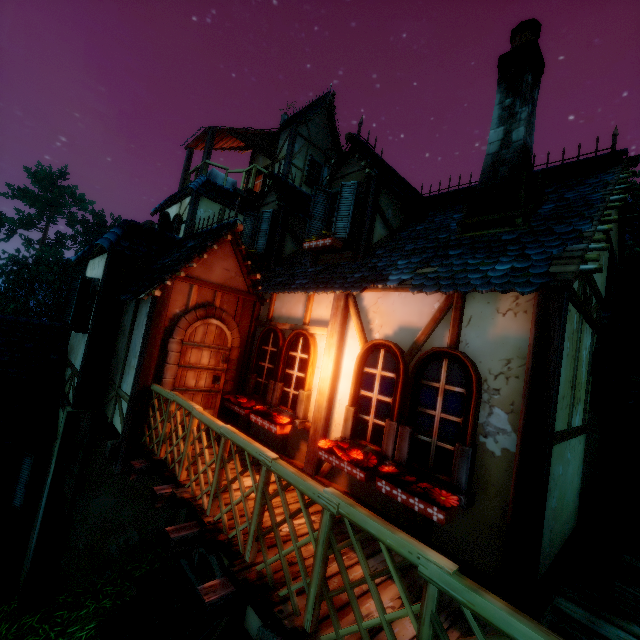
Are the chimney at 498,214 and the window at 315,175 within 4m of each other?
no

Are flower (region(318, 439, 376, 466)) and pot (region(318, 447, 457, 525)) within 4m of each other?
yes

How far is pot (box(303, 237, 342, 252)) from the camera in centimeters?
570cm

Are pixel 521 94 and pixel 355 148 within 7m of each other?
yes

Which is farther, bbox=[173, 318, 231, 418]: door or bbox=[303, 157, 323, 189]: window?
bbox=[303, 157, 323, 189]: window

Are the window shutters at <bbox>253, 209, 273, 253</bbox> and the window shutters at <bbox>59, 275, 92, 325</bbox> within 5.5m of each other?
yes

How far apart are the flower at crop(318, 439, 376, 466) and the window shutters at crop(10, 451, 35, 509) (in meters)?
7.03

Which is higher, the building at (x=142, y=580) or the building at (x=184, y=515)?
the building at (x=184, y=515)
